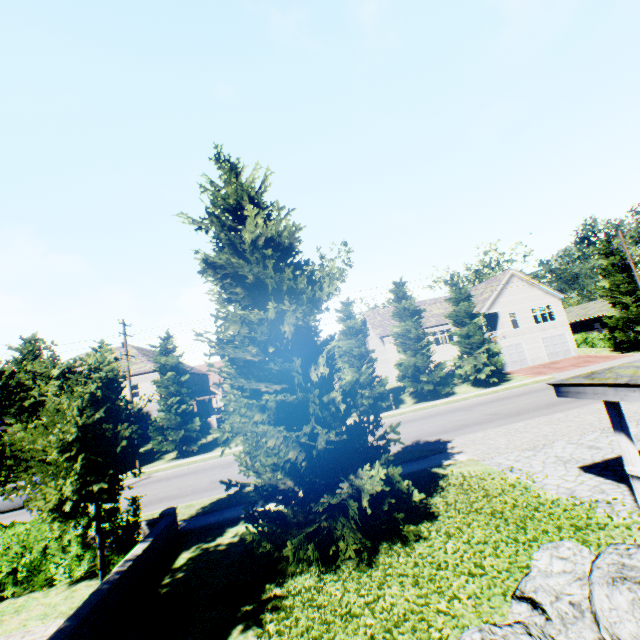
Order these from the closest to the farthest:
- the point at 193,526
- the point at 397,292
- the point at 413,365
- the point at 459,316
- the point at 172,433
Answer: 1. the point at 193,526
2. the point at 172,433
3. the point at 413,365
4. the point at 397,292
5. the point at 459,316

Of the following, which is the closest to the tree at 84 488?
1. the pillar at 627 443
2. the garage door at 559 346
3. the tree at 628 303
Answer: the tree at 628 303

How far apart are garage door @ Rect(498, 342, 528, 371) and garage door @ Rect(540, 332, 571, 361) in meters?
2.2

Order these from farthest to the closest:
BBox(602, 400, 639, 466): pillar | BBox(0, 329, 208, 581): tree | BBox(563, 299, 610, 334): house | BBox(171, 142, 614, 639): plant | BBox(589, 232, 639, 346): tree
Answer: BBox(563, 299, 610, 334): house
BBox(589, 232, 639, 346): tree
BBox(0, 329, 208, 581): tree
BBox(602, 400, 639, 466): pillar
BBox(171, 142, 614, 639): plant

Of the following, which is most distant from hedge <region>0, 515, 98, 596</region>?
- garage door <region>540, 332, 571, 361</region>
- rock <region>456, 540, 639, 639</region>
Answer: garage door <region>540, 332, 571, 361</region>

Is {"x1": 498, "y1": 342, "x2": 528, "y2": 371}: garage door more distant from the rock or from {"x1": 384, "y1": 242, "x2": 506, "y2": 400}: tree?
the rock

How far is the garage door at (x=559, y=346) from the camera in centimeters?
3619cm

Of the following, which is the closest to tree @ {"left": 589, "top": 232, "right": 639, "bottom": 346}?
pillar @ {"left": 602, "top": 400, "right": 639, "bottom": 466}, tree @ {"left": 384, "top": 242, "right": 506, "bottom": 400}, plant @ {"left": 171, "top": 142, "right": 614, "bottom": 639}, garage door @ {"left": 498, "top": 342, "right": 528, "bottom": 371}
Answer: tree @ {"left": 384, "top": 242, "right": 506, "bottom": 400}
